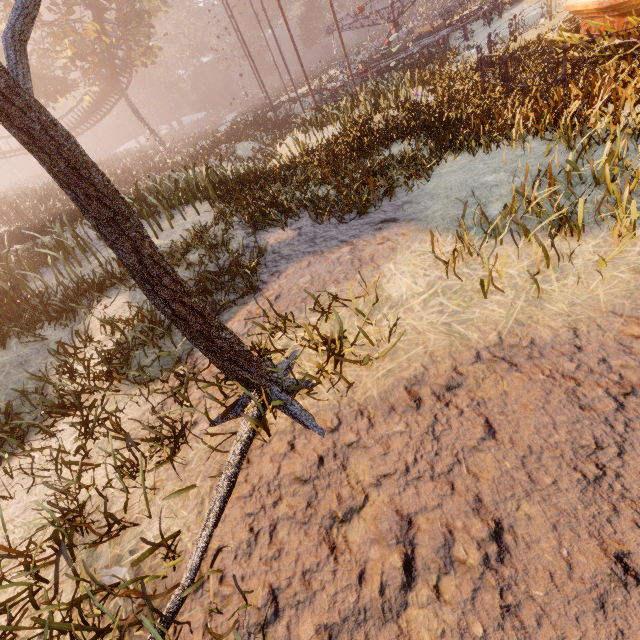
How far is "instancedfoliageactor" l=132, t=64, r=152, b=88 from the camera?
→ 57.0 meters

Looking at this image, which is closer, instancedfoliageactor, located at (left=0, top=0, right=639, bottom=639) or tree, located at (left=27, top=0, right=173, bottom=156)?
instancedfoliageactor, located at (left=0, top=0, right=639, bottom=639)

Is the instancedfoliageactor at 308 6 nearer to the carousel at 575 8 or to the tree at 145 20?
the tree at 145 20

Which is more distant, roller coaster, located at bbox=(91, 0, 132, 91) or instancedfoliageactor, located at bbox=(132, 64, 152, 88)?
instancedfoliageactor, located at bbox=(132, 64, 152, 88)

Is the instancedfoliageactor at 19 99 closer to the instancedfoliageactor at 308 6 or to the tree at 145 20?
the tree at 145 20

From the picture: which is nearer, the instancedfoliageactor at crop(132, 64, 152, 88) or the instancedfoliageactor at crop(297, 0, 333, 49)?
the instancedfoliageactor at crop(297, 0, 333, 49)

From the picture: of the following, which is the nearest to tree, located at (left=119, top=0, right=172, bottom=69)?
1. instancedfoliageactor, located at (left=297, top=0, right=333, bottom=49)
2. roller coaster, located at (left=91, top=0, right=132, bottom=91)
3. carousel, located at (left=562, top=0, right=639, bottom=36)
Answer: roller coaster, located at (left=91, top=0, right=132, bottom=91)

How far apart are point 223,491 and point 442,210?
3.72m
